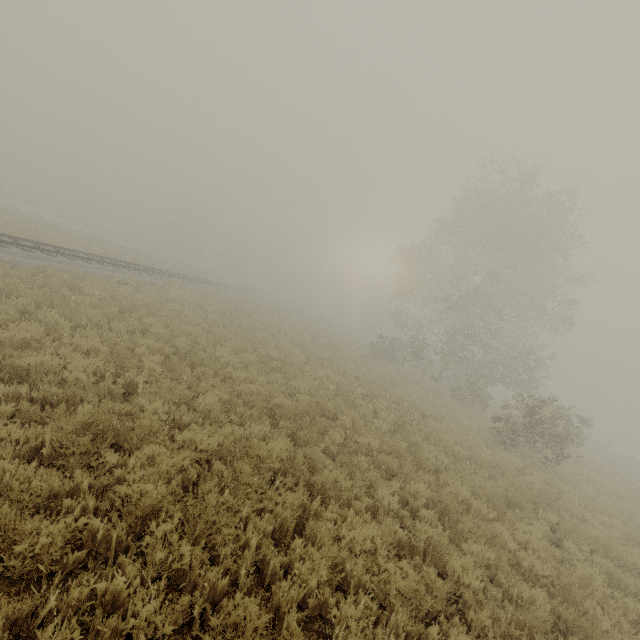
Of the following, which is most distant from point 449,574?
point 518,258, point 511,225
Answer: point 518,258
